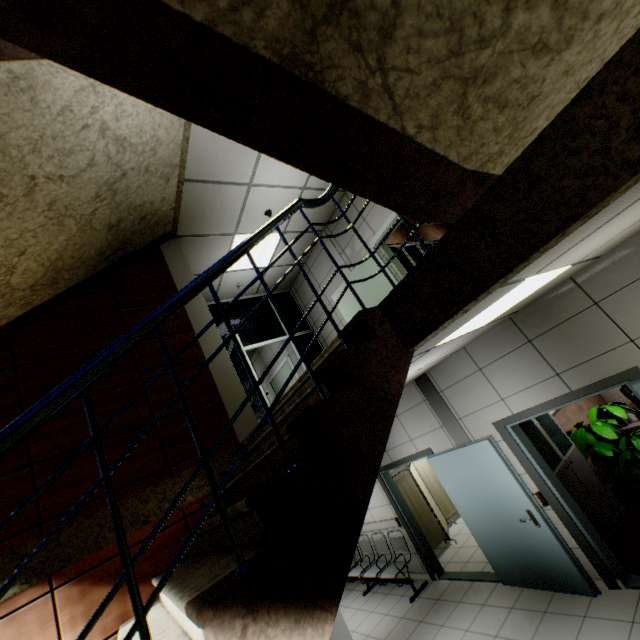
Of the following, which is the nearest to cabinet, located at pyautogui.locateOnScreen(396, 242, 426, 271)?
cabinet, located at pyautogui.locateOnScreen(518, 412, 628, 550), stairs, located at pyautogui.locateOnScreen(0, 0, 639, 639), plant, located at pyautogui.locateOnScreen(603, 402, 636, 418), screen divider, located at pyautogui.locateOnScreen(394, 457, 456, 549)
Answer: cabinet, located at pyautogui.locateOnScreen(518, 412, 628, 550)

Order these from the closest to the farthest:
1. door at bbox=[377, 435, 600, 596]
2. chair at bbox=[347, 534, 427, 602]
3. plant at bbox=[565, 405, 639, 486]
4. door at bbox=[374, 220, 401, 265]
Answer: door at bbox=[377, 435, 600, 596]
plant at bbox=[565, 405, 639, 486]
door at bbox=[374, 220, 401, 265]
chair at bbox=[347, 534, 427, 602]

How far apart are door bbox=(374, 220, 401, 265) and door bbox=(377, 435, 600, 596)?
1.3 meters

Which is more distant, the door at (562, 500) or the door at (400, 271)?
the door at (400, 271)

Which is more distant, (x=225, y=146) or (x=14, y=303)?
(x=225, y=146)

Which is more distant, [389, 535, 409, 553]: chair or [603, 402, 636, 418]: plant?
[389, 535, 409, 553]: chair

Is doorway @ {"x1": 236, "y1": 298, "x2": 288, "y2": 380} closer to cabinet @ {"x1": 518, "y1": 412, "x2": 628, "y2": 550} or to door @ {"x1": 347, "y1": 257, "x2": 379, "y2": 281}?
door @ {"x1": 347, "y1": 257, "x2": 379, "y2": 281}

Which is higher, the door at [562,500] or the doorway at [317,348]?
the doorway at [317,348]
